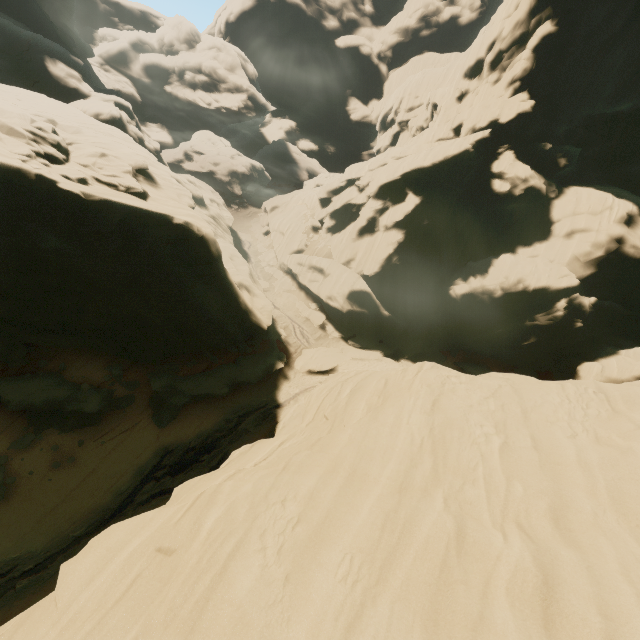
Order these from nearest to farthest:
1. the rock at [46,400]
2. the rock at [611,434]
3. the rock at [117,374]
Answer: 1. the rock at [611,434]
2. the rock at [46,400]
3. the rock at [117,374]

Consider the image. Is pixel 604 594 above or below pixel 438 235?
below

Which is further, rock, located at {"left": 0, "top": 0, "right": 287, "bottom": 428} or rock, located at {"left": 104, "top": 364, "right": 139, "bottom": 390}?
rock, located at {"left": 104, "top": 364, "right": 139, "bottom": 390}

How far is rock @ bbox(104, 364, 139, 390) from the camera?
19.6m

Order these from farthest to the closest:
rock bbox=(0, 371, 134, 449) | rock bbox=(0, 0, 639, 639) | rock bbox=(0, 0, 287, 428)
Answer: rock bbox=(0, 371, 134, 449) < rock bbox=(0, 0, 287, 428) < rock bbox=(0, 0, 639, 639)

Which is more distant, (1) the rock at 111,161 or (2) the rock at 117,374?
(2) the rock at 117,374
